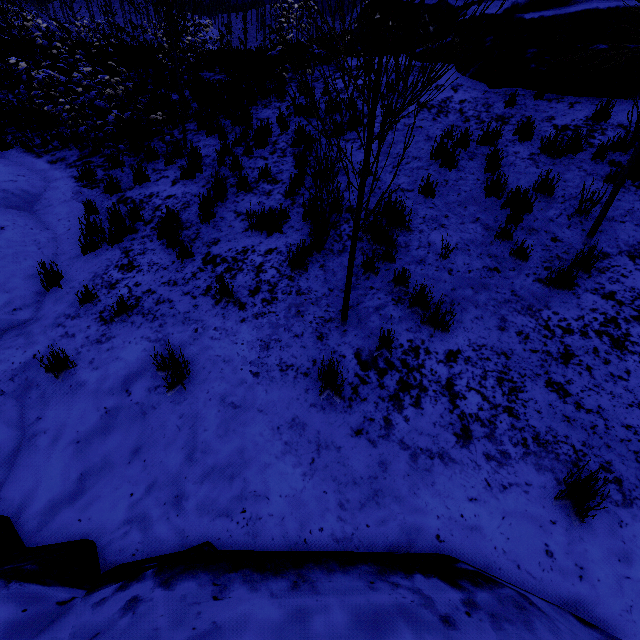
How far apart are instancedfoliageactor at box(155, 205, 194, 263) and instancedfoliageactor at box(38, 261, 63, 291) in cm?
155

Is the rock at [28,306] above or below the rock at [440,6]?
below

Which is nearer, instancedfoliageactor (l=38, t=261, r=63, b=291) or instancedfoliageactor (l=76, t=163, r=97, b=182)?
instancedfoliageactor (l=38, t=261, r=63, b=291)

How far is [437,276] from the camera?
4.2 meters

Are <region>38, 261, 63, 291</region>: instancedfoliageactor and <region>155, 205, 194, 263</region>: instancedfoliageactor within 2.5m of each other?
yes

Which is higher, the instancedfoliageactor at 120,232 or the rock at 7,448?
the instancedfoliageactor at 120,232

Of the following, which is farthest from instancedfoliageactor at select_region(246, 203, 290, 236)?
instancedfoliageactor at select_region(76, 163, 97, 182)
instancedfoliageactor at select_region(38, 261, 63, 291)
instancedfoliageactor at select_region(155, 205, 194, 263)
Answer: instancedfoliageactor at select_region(76, 163, 97, 182)

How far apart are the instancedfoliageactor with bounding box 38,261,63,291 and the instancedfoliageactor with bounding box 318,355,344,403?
4.2 meters
